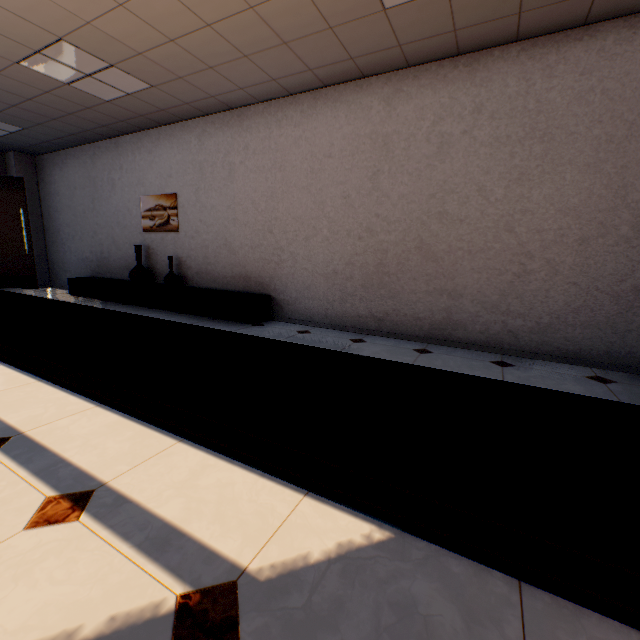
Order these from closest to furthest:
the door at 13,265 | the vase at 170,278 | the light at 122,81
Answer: the light at 122,81 → the vase at 170,278 → the door at 13,265

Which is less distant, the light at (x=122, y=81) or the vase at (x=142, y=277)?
the light at (x=122, y=81)

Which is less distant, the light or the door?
the light

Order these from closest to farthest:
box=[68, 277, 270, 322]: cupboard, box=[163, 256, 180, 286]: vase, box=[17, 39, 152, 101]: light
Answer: box=[17, 39, 152, 101]: light → box=[68, 277, 270, 322]: cupboard → box=[163, 256, 180, 286]: vase

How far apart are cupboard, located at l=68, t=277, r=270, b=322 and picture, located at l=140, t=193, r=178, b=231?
0.9m

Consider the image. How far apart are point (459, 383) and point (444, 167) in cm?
235

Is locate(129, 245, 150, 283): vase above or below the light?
below

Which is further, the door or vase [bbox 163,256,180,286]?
the door
